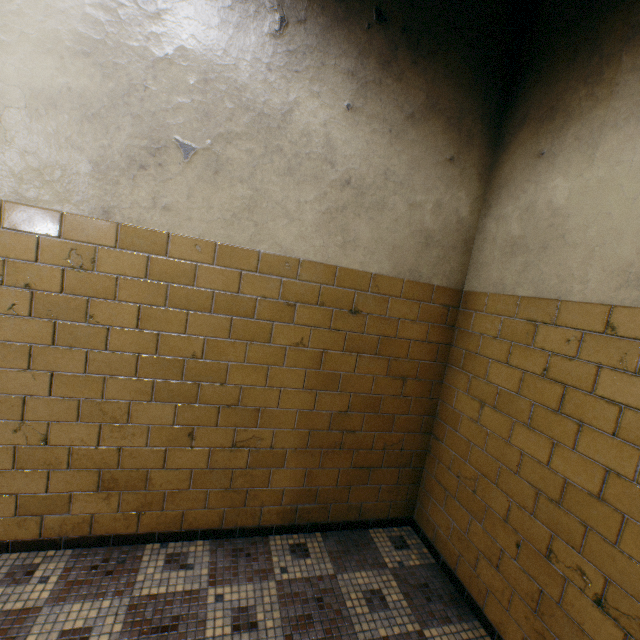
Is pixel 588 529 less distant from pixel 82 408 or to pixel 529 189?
pixel 529 189
